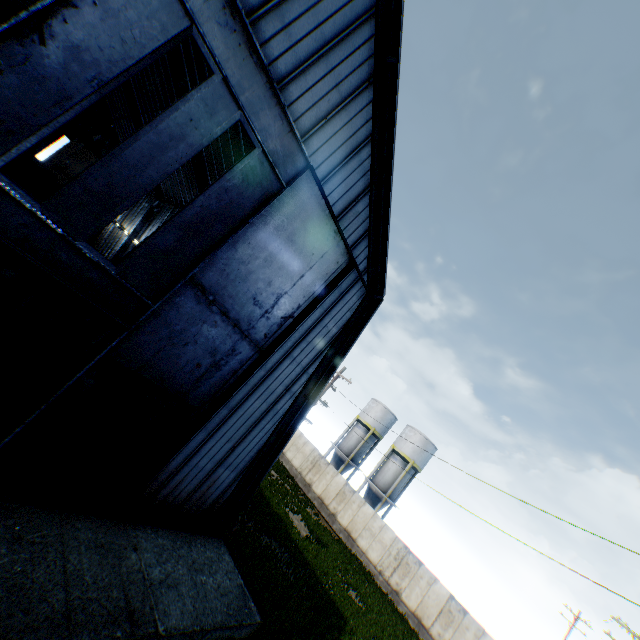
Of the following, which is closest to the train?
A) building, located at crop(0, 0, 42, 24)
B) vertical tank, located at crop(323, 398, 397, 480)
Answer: building, located at crop(0, 0, 42, 24)

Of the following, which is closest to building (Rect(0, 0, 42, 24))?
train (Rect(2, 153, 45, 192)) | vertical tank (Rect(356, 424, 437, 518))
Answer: train (Rect(2, 153, 45, 192))

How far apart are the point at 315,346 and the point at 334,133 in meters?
6.9 m

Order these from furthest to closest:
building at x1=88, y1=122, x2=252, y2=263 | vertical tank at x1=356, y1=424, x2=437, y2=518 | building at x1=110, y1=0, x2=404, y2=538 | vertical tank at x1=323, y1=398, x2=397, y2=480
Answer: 1. vertical tank at x1=323, y1=398, x2=397, y2=480
2. vertical tank at x1=356, y1=424, x2=437, y2=518
3. building at x1=88, y1=122, x2=252, y2=263
4. building at x1=110, y1=0, x2=404, y2=538

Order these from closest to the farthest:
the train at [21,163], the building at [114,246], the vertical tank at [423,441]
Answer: the building at [114,246], the train at [21,163], the vertical tank at [423,441]

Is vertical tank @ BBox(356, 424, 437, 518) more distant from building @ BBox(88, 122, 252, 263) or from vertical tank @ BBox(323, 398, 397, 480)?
building @ BBox(88, 122, 252, 263)

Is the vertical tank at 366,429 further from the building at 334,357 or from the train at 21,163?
the train at 21,163
